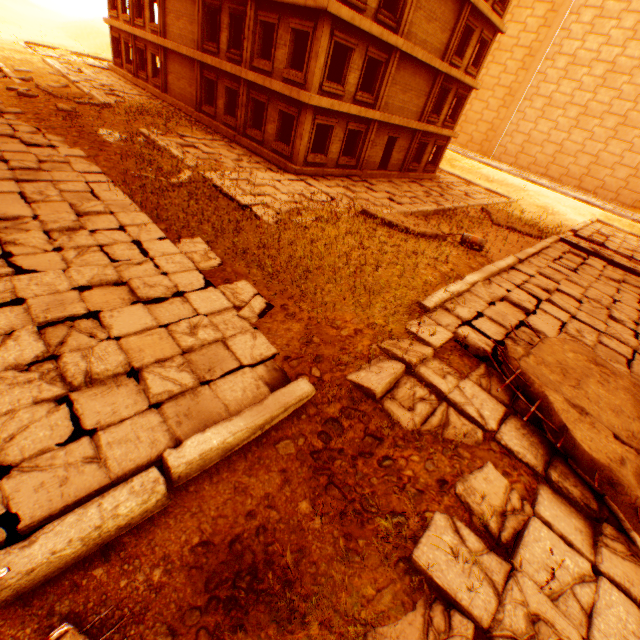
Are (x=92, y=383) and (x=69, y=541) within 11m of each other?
yes

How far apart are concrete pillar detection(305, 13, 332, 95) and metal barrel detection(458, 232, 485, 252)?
9.13m

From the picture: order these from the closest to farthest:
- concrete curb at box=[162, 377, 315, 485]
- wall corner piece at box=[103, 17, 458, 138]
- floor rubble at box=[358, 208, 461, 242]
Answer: concrete curb at box=[162, 377, 315, 485] → floor rubble at box=[358, 208, 461, 242] → wall corner piece at box=[103, 17, 458, 138]

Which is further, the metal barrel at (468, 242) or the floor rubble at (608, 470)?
the metal barrel at (468, 242)

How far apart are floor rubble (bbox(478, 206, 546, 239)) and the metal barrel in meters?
6.5

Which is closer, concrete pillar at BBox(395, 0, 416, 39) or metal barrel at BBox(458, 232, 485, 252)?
metal barrel at BBox(458, 232, 485, 252)

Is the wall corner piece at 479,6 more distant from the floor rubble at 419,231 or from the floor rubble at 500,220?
the floor rubble at 500,220

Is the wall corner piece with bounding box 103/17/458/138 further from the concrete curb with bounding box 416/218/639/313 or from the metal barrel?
the concrete curb with bounding box 416/218/639/313
